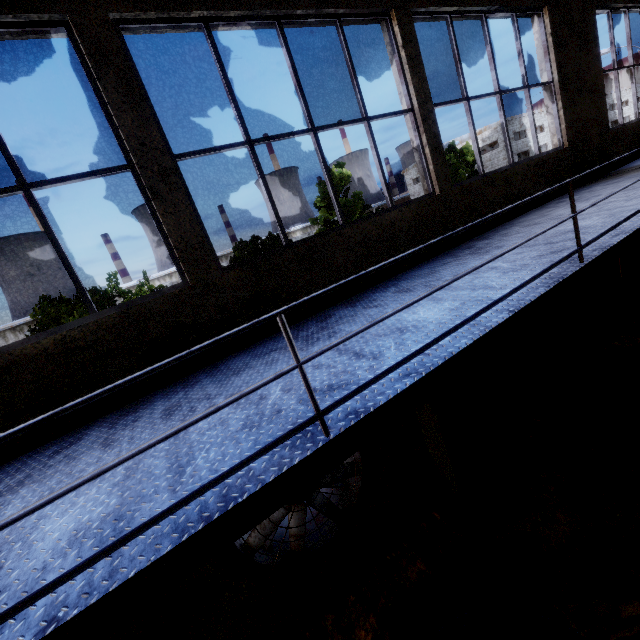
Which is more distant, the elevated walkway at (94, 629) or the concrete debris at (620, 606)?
the concrete debris at (620, 606)

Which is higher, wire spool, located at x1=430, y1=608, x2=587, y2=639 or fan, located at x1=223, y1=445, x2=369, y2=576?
fan, located at x1=223, y1=445, x2=369, y2=576

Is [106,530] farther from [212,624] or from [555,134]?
[555,134]

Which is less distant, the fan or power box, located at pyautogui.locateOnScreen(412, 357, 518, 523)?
the fan

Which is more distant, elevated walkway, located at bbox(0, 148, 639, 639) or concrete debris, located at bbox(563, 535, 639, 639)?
concrete debris, located at bbox(563, 535, 639, 639)

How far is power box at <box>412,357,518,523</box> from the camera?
4.8 meters

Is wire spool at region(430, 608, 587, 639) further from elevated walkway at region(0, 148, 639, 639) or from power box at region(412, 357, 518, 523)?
elevated walkway at region(0, 148, 639, 639)

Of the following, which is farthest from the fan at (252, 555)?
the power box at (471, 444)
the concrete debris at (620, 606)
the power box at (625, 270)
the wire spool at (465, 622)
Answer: the power box at (625, 270)
